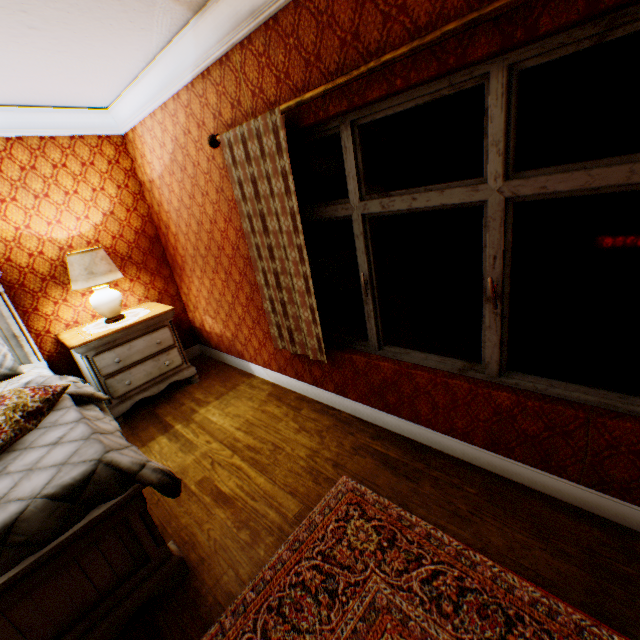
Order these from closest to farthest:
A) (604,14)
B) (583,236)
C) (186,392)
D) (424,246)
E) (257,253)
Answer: (604,14)
(257,253)
(186,392)
(583,236)
(424,246)

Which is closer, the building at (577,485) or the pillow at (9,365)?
the building at (577,485)

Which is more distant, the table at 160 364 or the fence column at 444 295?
the fence column at 444 295

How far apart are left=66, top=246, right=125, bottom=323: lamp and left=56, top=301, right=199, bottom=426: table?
0.3m

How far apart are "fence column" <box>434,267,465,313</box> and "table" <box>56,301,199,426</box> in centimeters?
997cm

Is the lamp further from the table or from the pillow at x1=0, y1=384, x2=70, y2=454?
the pillow at x1=0, y1=384, x2=70, y2=454

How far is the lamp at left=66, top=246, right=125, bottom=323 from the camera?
3.2 meters

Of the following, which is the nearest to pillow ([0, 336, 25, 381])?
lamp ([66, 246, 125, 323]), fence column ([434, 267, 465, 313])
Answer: lamp ([66, 246, 125, 323])
